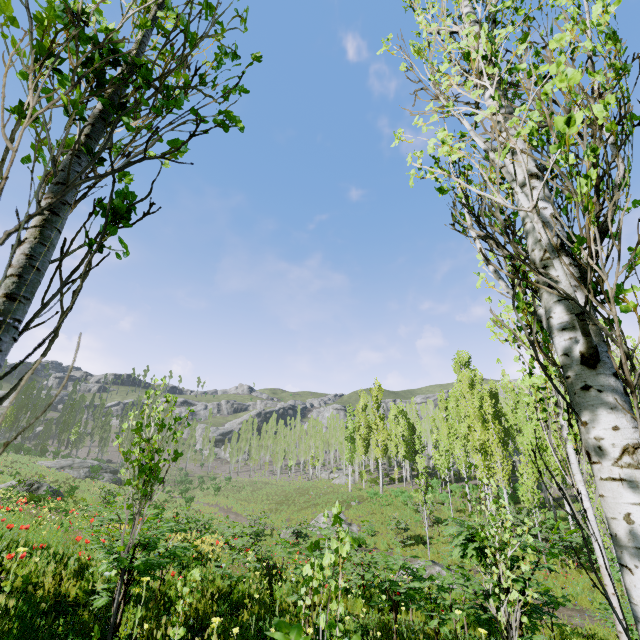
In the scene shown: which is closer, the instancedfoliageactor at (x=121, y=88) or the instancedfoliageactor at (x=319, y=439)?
the instancedfoliageactor at (x=121, y=88)

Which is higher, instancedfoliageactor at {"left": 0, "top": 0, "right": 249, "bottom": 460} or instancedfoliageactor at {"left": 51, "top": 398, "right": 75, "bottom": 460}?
instancedfoliageactor at {"left": 51, "top": 398, "right": 75, "bottom": 460}

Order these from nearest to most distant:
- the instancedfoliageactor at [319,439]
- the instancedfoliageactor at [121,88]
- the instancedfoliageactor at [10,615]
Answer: the instancedfoliageactor at [121,88] → the instancedfoliageactor at [10,615] → the instancedfoliageactor at [319,439]

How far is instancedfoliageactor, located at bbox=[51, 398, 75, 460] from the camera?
45.69m

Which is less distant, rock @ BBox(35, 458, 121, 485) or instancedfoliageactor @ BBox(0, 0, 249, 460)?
instancedfoliageactor @ BBox(0, 0, 249, 460)

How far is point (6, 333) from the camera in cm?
77
